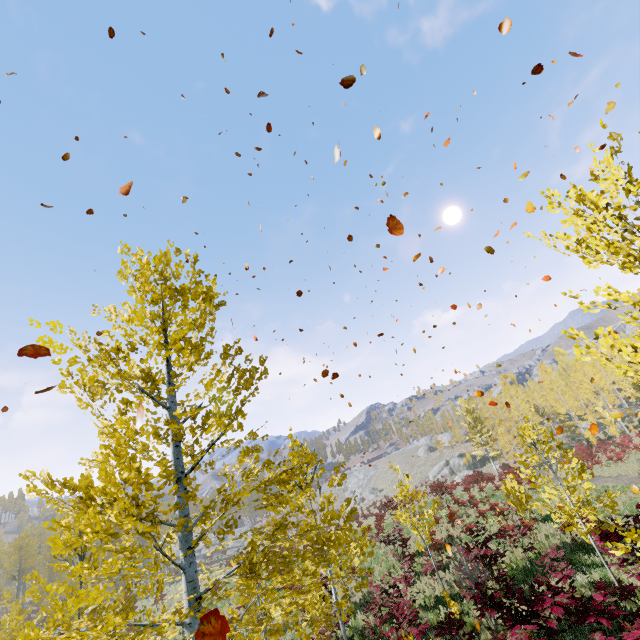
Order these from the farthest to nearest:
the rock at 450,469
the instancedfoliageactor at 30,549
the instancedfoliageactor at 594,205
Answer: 1. the rock at 450,469
2. the instancedfoliageactor at 30,549
3. the instancedfoliageactor at 594,205

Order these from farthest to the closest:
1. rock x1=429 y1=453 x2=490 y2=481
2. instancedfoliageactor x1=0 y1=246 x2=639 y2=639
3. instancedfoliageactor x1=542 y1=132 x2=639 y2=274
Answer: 1. rock x1=429 y1=453 x2=490 y2=481
2. instancedfoliageactor x1=0 y1=246 x2=639 y2=639
3. instancedfoliageactor x1=542 y1=132 x2=639 y2=274

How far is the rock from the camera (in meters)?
47.41

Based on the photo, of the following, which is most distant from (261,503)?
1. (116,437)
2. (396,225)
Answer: (396,225)

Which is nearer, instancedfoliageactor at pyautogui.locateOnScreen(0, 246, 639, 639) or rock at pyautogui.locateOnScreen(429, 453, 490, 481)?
instancedfoliageactor at pyautogui.locateOnScreen(0, 246, 639, 639)

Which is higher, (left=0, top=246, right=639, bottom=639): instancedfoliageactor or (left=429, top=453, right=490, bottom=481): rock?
(left=0, top=246, right=639, bottom=639): instancedfoliageactor

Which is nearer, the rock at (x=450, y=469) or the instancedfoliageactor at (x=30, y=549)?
the instancedfoliageactor at (x=30, y=549)
